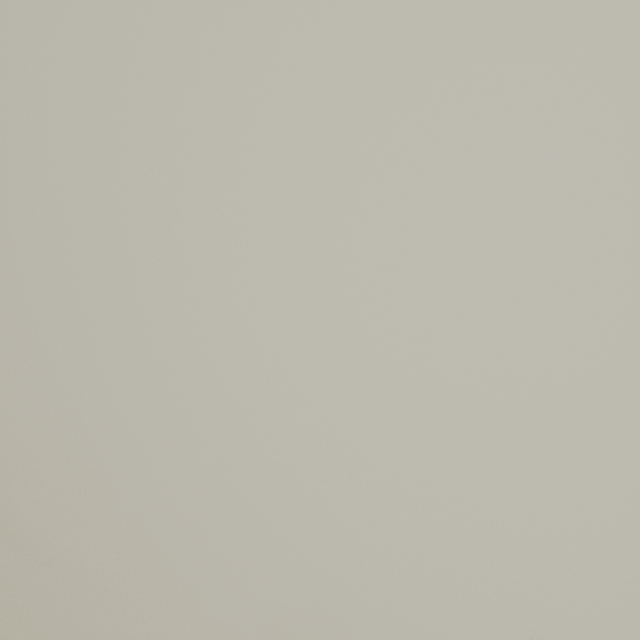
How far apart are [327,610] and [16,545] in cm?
4730
